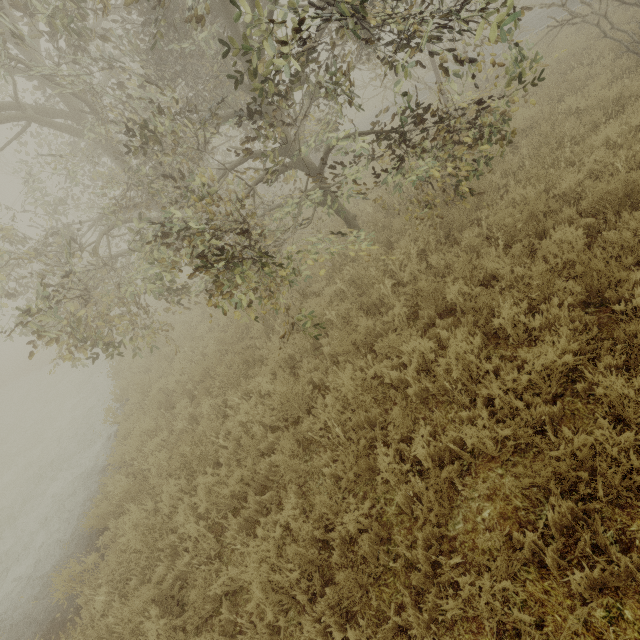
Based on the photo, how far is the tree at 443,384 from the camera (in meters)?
3.67

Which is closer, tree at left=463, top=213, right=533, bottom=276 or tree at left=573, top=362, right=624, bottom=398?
tree at left=573, top=362, right=624, bottom=398

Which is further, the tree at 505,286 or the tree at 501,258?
the tree at 501,258

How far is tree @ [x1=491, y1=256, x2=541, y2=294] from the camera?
4.05m

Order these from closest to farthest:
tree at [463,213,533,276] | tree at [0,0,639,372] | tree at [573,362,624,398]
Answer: tree at [573,362,624,398] < tree at [0,0,639,372] < tree at [463,213,533,276]

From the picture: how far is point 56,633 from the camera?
4.9 meters
